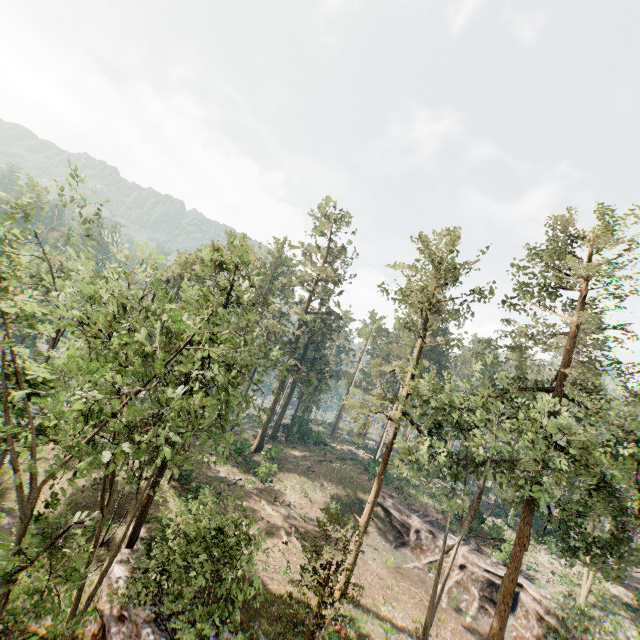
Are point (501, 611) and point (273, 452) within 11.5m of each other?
no

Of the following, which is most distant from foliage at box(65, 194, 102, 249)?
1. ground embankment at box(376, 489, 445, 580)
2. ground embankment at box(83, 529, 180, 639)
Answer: ground embankment at box(376, 489, 445, 580)

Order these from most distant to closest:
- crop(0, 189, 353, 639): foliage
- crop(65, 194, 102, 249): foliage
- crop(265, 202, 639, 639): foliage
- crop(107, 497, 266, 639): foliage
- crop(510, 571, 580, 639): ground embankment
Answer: crop(510, 571, 580, 639): ground embankment < crop(65, 194, 102, 249): foliage < crop(265, 202, 639, 639): foliage < crop(107, 497, 266, 639): foliage < crop(0, 189, 353, 639): foliage

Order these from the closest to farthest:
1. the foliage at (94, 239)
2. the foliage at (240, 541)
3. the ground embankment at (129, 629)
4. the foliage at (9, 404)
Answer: the foliage at (9, 404) → the foliage at (240, 541) → the ground embankment at (129, 629) → the foliage at (94, 239)

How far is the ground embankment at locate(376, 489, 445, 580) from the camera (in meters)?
31.00

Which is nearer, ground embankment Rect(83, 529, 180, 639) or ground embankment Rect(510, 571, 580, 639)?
ground embankment Rect(83, 529, 180, 639)

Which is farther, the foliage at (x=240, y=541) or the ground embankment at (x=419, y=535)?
the ground embankment at (x=419, y=535)
